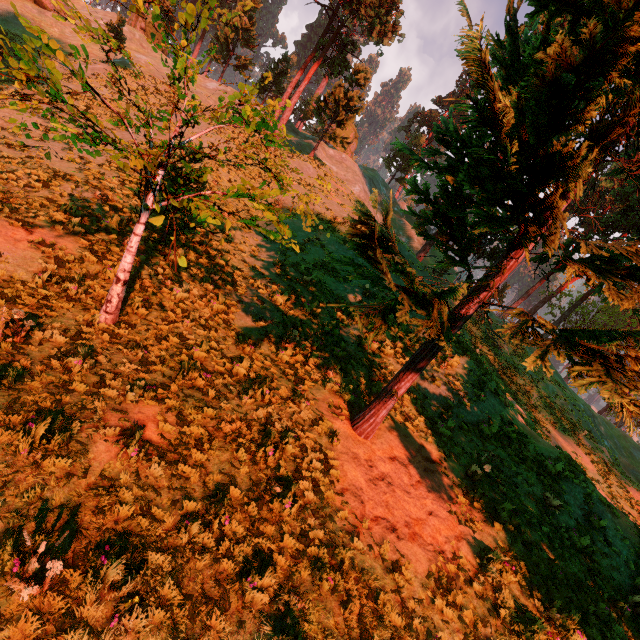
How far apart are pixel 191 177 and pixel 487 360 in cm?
2362

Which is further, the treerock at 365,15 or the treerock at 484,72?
the treerock at 365,15

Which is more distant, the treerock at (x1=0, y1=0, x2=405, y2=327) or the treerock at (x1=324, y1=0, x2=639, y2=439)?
the treerock at (x1=0, y1=0, x2=405, y2=327)
